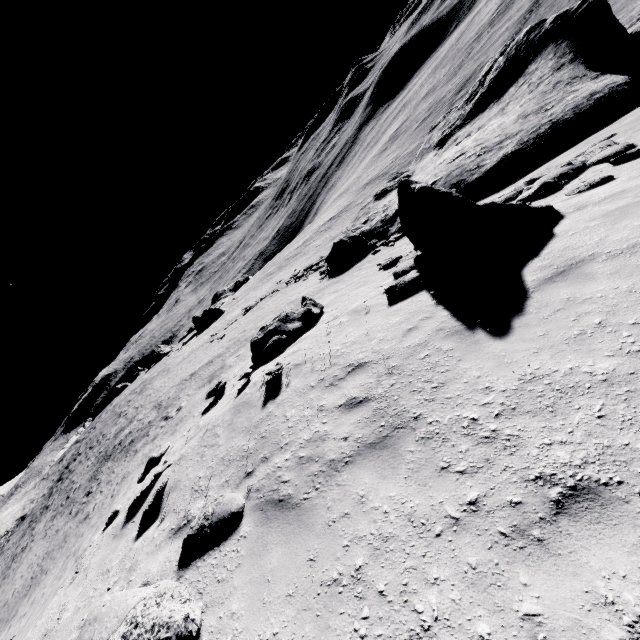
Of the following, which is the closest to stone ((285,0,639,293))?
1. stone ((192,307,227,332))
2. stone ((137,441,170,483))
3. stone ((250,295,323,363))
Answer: stone ((250,295,323,363))

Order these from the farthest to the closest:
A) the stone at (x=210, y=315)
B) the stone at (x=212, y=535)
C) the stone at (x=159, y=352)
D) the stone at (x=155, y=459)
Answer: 1. the stone at (x=159, y=352)
2. the stone at (x=210, y=315)
3. the stone at (x=155, y=459)
4. the stone at (x=212, y=535)

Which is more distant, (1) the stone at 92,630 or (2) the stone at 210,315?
(2) the stone at 210,315

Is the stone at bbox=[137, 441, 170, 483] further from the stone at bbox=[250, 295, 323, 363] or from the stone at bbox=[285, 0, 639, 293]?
the stone at bbox=[285, 0, 639, 293]

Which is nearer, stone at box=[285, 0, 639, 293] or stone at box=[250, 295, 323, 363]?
stone at box=[285, 0, 639, 293]

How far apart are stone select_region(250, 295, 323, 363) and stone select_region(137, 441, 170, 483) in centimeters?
345cm

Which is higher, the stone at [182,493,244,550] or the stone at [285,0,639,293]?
the stone at [182,493,244,550]

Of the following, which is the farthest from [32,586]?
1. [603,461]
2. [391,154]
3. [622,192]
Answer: [391,154]
